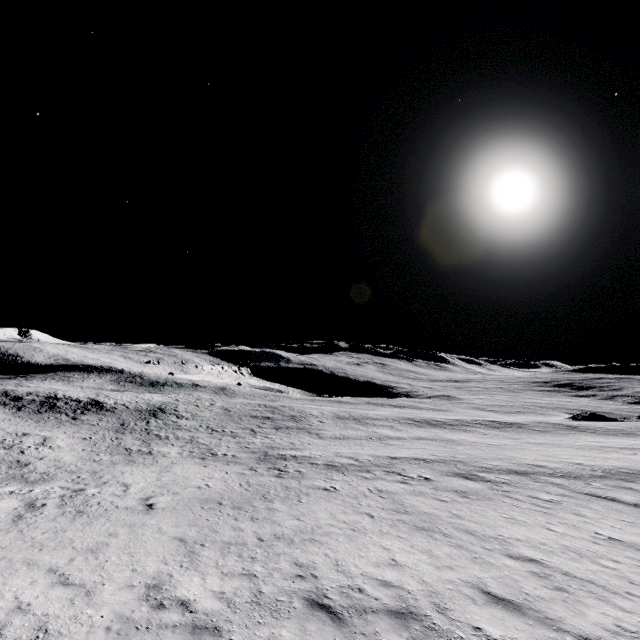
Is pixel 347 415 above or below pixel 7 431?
below
